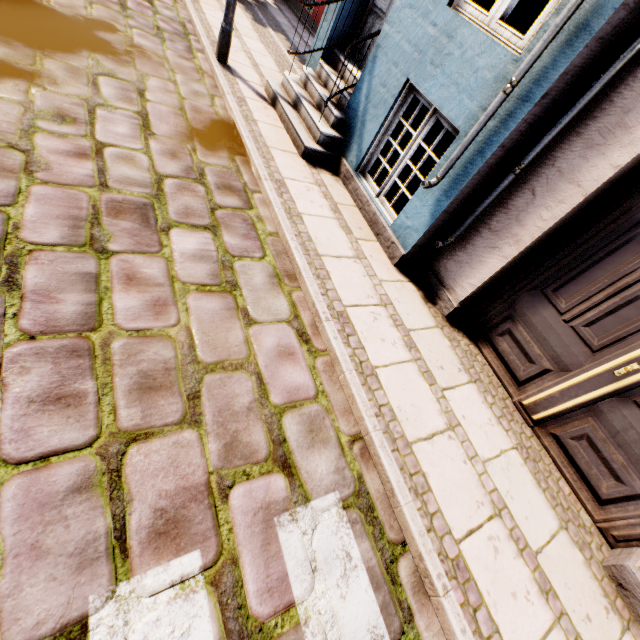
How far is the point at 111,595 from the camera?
1.4m

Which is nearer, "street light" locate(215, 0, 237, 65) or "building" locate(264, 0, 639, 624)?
"building" locate(264, 0, 639, 624)

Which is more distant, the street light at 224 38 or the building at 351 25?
the street light at 224 38
